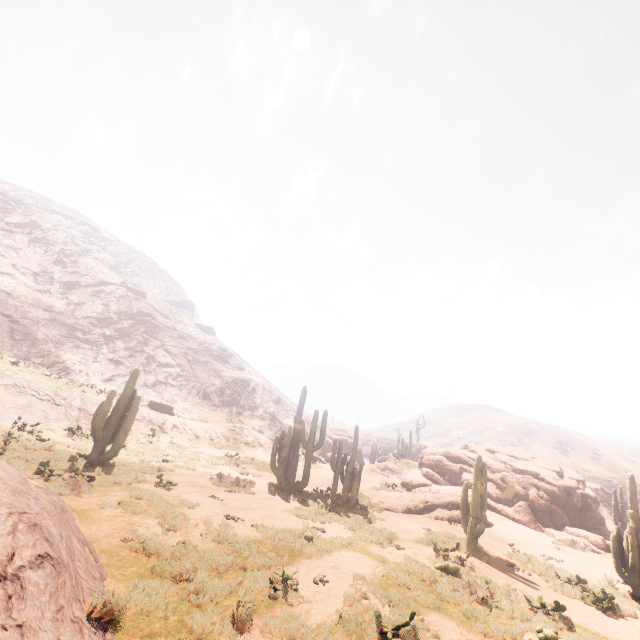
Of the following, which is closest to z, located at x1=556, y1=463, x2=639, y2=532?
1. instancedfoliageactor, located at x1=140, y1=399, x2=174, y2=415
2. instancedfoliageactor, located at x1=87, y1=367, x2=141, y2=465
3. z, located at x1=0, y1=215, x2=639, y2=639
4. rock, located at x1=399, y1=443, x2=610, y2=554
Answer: z, located at x1=0, y1=215, x2=639, y2=639

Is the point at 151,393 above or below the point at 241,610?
above

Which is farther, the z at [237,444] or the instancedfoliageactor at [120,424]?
the instancedfoliageactor at [120,424]

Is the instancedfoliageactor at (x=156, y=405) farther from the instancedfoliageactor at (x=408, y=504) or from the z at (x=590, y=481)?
the z at (x=590, y=481)

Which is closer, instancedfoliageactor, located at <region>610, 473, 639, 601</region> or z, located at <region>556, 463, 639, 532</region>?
instancedfoliageactor, located at <region>610, 473, 639, 601</region>

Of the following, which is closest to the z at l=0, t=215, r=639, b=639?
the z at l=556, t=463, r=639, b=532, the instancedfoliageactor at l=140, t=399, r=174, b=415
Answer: the instancedfoliageactor at l=140, t=399, r=174, b=415

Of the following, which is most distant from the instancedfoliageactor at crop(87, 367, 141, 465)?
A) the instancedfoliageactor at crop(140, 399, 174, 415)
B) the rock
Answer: the rock

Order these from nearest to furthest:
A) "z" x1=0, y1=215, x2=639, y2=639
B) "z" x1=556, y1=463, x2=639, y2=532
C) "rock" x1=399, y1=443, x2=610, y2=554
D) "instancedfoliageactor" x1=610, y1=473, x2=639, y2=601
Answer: "z" x1=0, y1=215, x2=639, y2=639 < "instancedfoliageactor" x1=610, y1=473, x2=639, y2=601 < "rock" x1=399, y1=443, x2=610, y2=554 < "z" x1=556, y1=463, x2=639, y2=532
